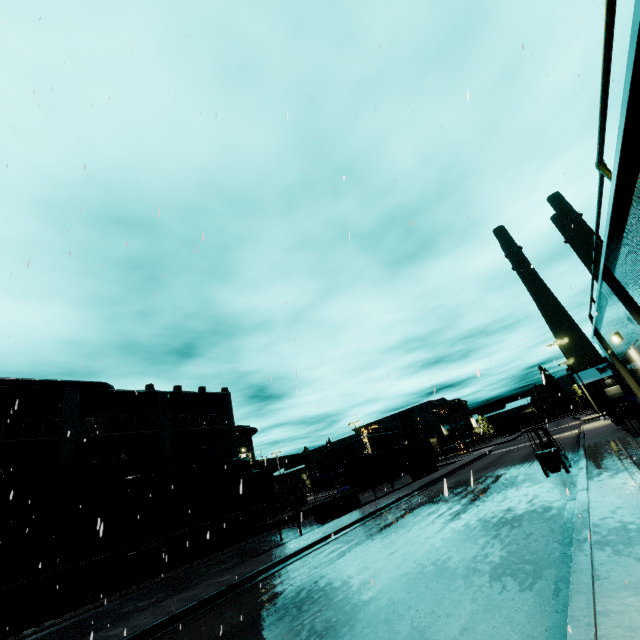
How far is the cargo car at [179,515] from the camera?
24.67m

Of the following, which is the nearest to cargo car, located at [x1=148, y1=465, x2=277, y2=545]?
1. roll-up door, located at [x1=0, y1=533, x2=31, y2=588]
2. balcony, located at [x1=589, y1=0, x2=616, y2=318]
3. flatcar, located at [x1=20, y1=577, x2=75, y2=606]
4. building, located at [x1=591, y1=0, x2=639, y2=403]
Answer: flatcar, located at [x1=20, y1=577, x2=75, y2=606]

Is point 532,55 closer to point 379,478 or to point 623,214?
point 623,214

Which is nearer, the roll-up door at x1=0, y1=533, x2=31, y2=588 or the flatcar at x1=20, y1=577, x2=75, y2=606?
the flatcar at x1=20, y1=577, x2=75, y2=606

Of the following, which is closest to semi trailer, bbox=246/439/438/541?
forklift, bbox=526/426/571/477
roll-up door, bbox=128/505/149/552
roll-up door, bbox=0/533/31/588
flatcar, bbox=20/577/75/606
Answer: roll-up door, bbox=128/505/149/552

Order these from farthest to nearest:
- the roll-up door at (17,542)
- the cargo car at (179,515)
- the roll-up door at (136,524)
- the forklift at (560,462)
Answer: the roll-up door at (136,524) < the cargo car at (179,515) < the roll-up door at (17,542) < the forklift at (560,462)

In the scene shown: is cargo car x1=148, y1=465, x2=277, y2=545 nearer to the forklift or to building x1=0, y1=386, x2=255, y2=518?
building x1=0, y1=386, x2=255, y2=518

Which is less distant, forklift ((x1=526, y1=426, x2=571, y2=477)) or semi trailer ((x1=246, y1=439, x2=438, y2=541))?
forklift ((x1=526, y1=426, x2=571, y2=477))
